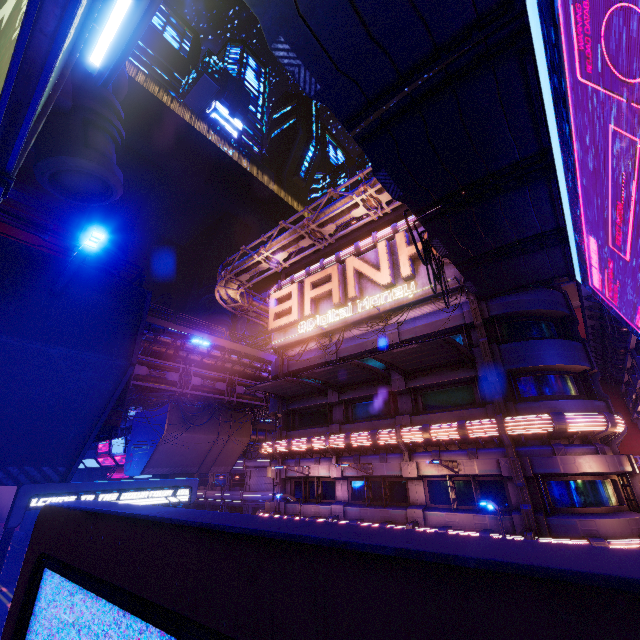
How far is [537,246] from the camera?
13.4m

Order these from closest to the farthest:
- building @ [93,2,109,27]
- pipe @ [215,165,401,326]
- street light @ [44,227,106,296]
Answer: street light @ [44,227,106,296] < building @ [93,2,109,27] < pipe @ [215,165,401,326]

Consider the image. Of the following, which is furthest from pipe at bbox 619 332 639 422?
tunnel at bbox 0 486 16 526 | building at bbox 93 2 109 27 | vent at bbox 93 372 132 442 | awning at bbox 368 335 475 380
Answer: tunnel at bbox 0 486 16 526

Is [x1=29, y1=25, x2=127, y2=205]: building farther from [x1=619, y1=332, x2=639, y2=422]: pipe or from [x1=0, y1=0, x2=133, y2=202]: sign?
[x1=619, y1=332, x2=639, y2=422]: pipe

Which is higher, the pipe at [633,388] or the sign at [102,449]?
the pipe at [633,388]

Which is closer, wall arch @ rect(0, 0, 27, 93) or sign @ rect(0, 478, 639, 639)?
sign @ rect(0, 478, 639, 639)

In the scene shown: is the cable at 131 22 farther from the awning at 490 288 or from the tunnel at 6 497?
the tunnel at 6 497

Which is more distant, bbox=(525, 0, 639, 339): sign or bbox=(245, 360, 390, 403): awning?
bbox=(245, 360, 390, 403): awning
